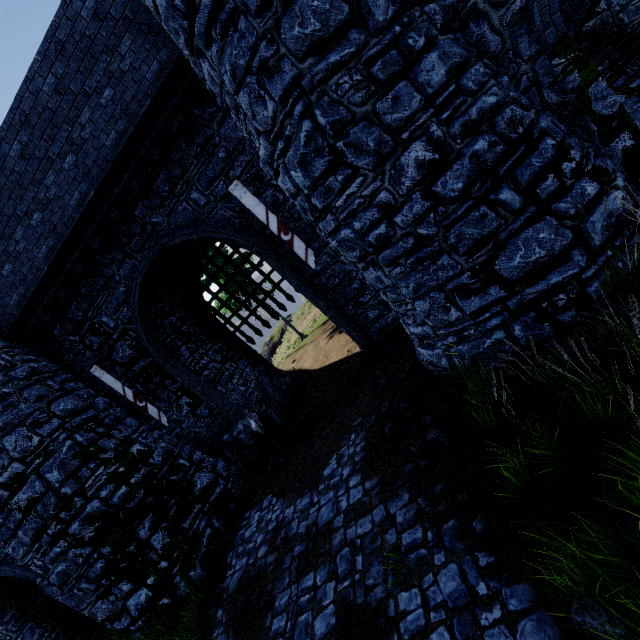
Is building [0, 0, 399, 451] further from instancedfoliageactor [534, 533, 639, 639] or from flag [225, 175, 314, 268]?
instancedfoliageactor [534, 533, 639, 639]

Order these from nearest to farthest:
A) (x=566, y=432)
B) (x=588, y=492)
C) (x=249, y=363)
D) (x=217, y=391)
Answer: (x=588, y=492)
(x=566, y=432)
(x=217, y=391)
(x=249, y=363)

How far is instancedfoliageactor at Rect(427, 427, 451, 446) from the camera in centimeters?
491cm

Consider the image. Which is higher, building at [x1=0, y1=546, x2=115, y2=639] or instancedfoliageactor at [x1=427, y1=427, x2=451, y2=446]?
building at [x1=0, y1=546, x2=115, y2=639]

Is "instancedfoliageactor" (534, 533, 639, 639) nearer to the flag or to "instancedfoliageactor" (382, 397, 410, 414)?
"instancedfoliageactor" (382, 397, 410, 414)

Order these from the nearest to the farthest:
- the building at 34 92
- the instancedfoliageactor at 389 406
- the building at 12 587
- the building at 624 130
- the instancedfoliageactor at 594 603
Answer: the instancedfoliageactor at 594 603 < the building at 624 130 < the instancedfoliageactor at 389 406 < the building at 34 92 < the building at 12 587

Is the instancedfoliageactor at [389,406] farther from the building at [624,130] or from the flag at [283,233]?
the flag at [283,233]

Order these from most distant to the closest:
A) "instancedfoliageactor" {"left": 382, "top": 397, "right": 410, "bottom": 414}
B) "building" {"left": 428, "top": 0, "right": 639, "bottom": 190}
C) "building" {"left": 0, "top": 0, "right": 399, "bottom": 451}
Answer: "building" {"left": 0, "top": 0, "right": 399, "bottom": 451} < "instancedfoliageactor" {"left": 382, "top": 397, "right": 410, "bottom": 414} < "building" {"left": 428, "top": 0, "right": 639, "bottom": 190}
